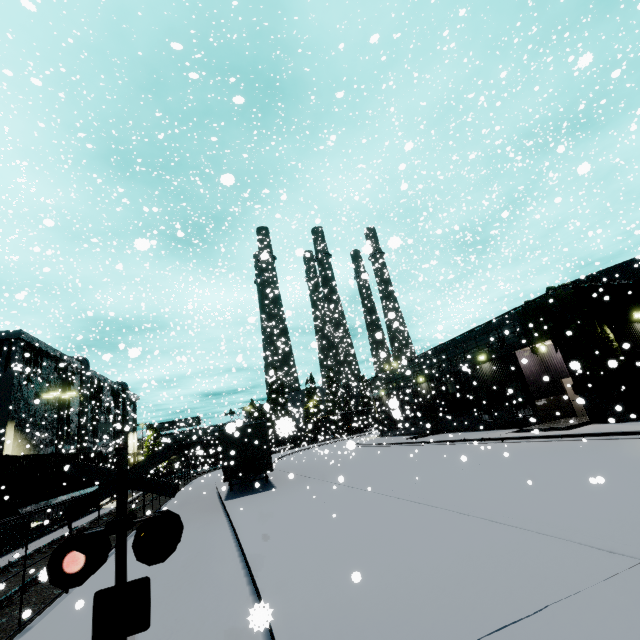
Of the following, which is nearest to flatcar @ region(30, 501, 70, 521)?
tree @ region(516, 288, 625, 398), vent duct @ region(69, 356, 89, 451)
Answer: vent duct @ region(69, 356, 89, 451)

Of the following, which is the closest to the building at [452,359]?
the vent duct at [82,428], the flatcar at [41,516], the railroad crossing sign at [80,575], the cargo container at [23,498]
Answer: the vent duct at [82,428]

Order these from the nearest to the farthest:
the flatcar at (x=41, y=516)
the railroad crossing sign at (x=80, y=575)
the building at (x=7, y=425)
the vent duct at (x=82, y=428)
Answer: the railroad crossing sign at (x=80, y=575)
the flatcar at (x=41, y=516)
the building at (x=7, y=425)
the vent duct at (x=82, y=428)

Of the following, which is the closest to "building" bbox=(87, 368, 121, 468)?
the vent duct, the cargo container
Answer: the vent duct

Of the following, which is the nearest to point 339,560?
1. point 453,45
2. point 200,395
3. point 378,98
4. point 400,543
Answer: point 400,543

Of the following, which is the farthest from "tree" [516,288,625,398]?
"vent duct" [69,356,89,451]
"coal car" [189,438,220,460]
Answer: "vent duct" [69,356,89,451]

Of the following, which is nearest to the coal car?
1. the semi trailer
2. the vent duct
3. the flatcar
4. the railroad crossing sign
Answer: the semi trailer

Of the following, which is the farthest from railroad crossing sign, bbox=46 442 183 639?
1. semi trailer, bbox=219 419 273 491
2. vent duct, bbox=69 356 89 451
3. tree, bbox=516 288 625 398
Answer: vent duct, bbox=69 356 89 451
